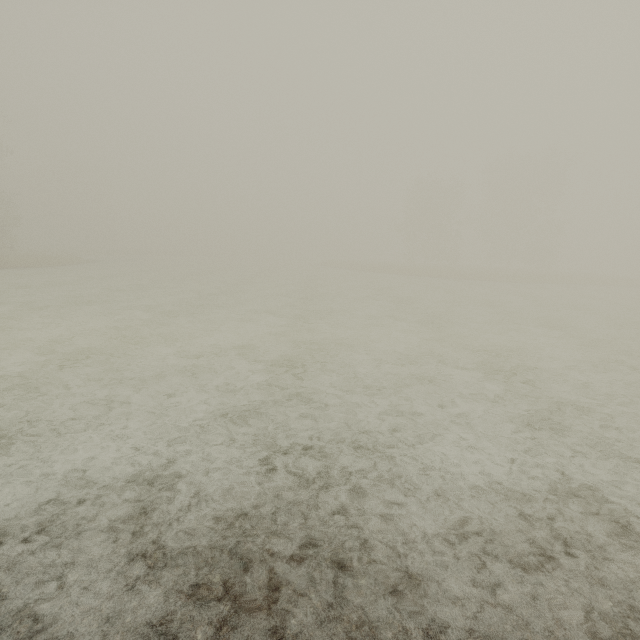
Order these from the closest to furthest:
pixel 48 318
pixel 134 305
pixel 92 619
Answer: pixel 92 619, pixel 48 318, pixel 134 305
